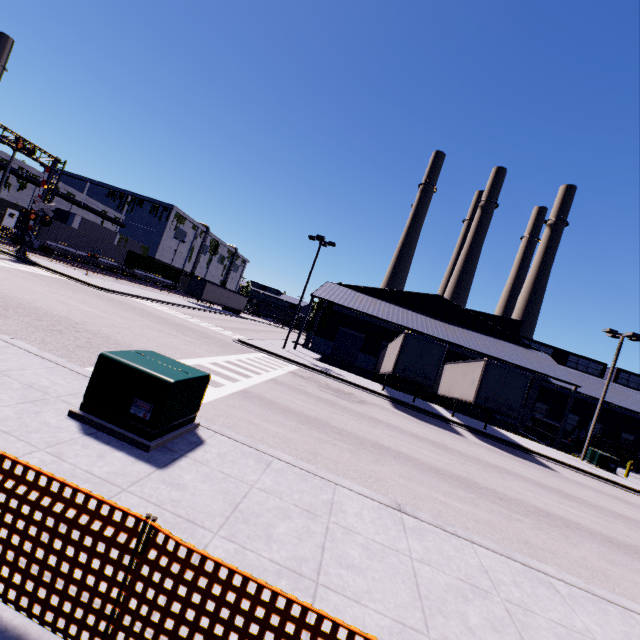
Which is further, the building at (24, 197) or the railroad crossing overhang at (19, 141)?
the building at (24, 197)

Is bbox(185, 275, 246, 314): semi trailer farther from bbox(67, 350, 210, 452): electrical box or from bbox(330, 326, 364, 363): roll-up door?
bbox(67, 350, 210, 452): electrical box

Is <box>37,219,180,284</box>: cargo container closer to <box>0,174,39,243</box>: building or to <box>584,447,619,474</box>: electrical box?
<box>0,174,39,243</box>: building

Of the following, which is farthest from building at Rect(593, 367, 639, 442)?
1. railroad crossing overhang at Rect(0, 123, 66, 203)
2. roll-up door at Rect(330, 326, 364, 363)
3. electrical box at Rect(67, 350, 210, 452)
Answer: electrical box at Rect(67, 350, 210, 452)

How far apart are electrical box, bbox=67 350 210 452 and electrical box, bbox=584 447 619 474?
28.30m

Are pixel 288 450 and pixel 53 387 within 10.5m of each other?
yes

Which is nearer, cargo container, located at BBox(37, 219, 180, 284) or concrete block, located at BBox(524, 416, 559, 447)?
concrete block, located at BBox(524, 416, 559, 447)

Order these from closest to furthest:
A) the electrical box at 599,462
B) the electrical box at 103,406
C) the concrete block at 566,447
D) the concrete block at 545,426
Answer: the electrical box at 103,406 → the electrical box at 599,462 → the concrete block at 566,447 → the concrete block at 545,426
